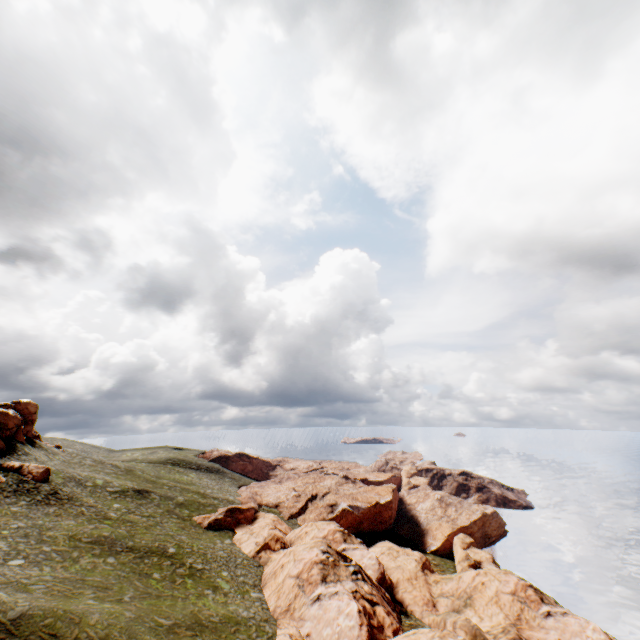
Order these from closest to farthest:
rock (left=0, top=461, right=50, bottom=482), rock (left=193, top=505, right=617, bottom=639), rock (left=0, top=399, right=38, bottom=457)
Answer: rock (left=193, top=505, right=617, bottom=639), rock (left=0, top=461, right=50, bottom=482), rock (left=0, top=399, right=38, bottom=457)

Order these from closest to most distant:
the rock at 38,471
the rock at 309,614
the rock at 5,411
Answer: the rock at 309,614, the rock at 38,471, the rock at 5,411

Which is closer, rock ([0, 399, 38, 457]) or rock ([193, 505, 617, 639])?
Result: rock ([193, 505, 617, 639])

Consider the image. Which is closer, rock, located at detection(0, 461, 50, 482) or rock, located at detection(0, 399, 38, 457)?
rock, located at detection(0, 461, 50, 482)

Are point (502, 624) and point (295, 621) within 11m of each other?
no

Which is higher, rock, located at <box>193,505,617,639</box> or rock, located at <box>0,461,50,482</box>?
rock, located at <box>0,461,50,482</box>

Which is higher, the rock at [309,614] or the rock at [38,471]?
the rock at [38,471]
